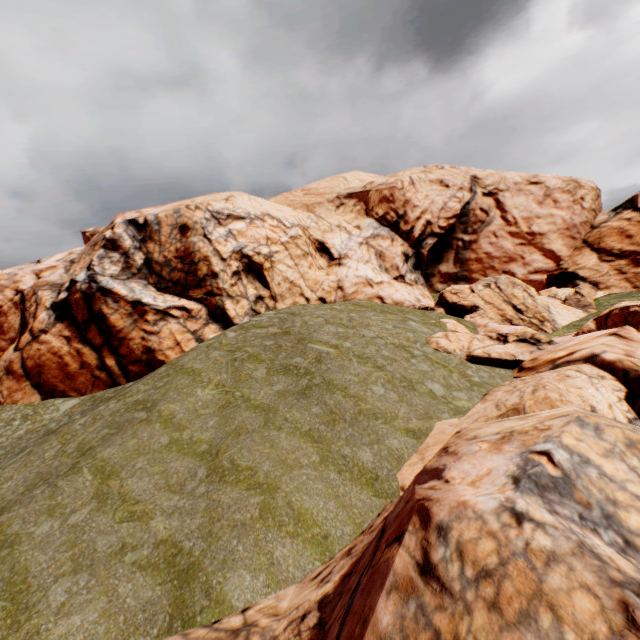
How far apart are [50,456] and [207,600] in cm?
1303
